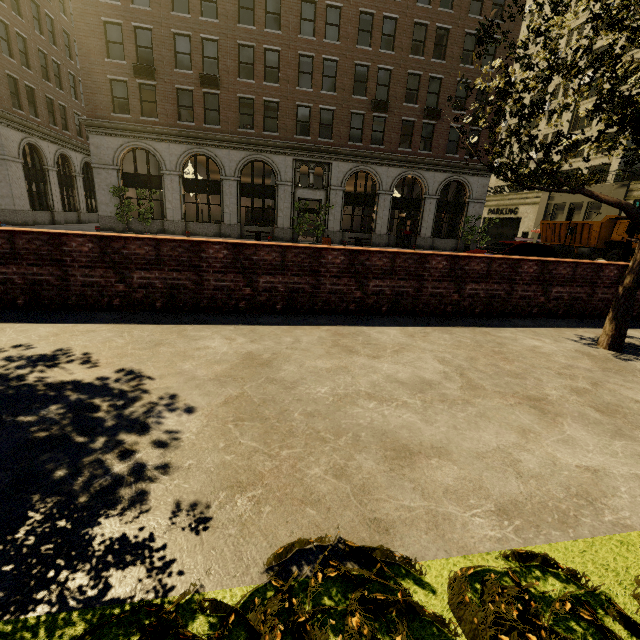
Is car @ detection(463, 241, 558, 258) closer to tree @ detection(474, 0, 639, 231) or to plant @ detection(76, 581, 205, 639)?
tree @ detection(474, 0, 639, 231)

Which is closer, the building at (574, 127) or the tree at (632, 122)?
the tree at (632, 122)

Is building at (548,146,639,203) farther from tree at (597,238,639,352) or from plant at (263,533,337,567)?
plant at (263,533,337,567)

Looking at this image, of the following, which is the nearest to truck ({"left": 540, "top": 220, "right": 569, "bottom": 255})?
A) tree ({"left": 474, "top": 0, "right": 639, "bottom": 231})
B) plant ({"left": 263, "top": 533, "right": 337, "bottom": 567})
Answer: tree ({"left": 474, "top": 0, "right": 639, "bottom": 231})

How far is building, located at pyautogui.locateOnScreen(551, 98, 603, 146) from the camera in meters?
34.7 m

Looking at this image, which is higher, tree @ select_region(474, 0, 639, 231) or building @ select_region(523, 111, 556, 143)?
building @ select_region(523, 111, 556, 143)

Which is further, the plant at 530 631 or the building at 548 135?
the building at 548 135

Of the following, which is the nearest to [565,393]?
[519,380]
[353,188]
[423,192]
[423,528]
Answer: [519,380]
